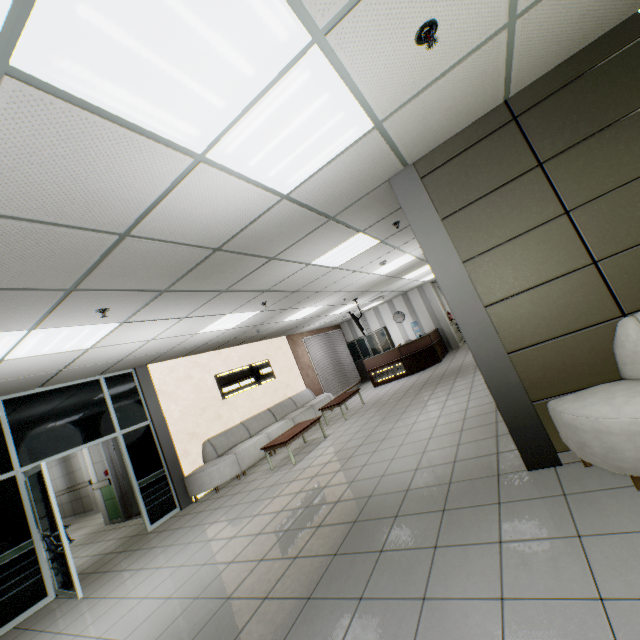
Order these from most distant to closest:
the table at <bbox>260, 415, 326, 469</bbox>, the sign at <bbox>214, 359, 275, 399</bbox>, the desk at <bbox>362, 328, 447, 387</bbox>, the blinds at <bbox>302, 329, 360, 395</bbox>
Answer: the blinds at <bbox>302, 329, 360, 395</bbox> → the desk at <bbox>362, 328, 447, 387</bbox> → the sign at <bbox>214, 359, 275, 399</bbox> → the table at <bbox>260, 415, 326, 469</bbox>

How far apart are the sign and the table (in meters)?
2.12

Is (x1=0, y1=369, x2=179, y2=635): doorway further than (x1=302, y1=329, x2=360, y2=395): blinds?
No

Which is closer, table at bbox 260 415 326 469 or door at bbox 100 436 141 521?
table at bbox 260 415 326 469

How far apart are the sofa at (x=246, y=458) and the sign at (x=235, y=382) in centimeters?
78cm

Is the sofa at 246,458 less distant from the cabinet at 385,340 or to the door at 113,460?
the door at 113,460

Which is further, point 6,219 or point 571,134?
point 571,134

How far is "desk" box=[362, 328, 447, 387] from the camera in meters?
12.2 m
